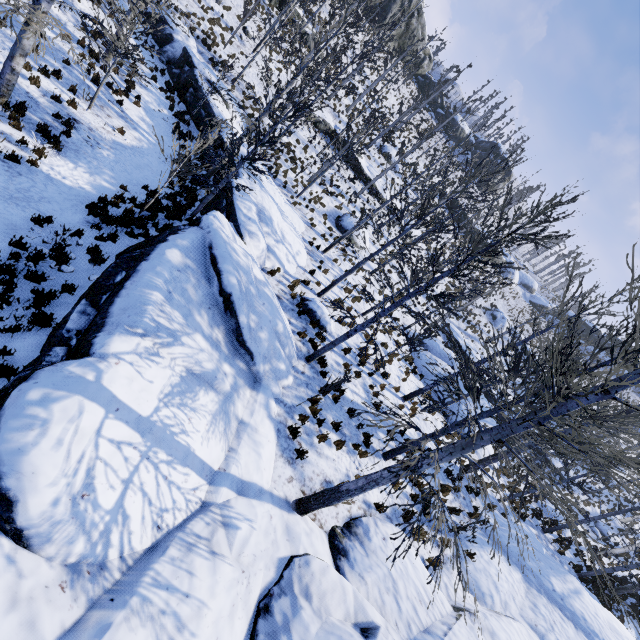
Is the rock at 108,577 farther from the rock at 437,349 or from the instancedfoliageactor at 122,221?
the rock at 437,349

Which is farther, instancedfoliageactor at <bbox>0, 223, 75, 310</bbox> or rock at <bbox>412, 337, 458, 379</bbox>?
rock at <bbox>412, 337, 458, 379</bbox>

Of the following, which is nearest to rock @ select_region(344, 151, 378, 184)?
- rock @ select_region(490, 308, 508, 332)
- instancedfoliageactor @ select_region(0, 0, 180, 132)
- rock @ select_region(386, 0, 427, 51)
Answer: instancedfoliageactor @ select_region(0, 0, 180, 132)

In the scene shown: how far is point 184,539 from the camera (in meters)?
4.24

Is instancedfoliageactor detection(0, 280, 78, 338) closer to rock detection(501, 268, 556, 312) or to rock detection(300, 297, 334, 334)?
rock detection(300, 297, 334, 334)

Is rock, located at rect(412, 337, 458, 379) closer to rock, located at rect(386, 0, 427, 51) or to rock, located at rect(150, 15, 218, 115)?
rock, located at rect(150, 15, 218, 115)

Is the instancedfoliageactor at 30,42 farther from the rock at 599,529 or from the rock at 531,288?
the rock at 599,529

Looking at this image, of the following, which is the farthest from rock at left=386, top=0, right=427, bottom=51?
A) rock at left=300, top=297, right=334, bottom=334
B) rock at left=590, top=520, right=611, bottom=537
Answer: rock at left=590, top=520, right=611, bottom=537
